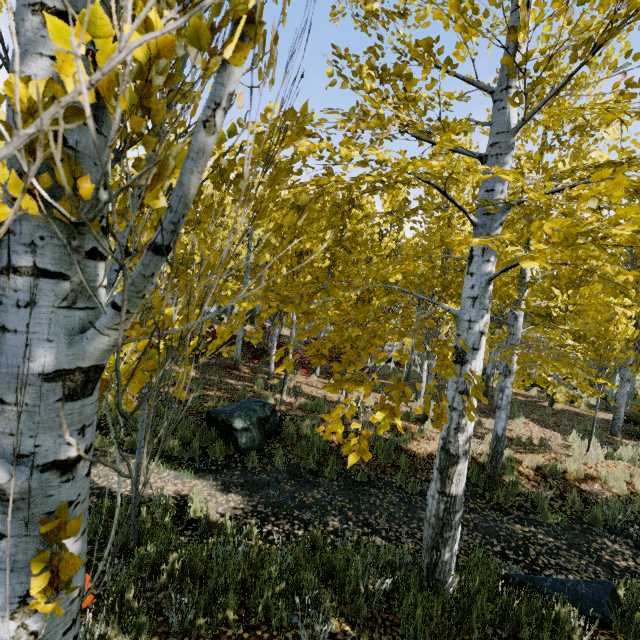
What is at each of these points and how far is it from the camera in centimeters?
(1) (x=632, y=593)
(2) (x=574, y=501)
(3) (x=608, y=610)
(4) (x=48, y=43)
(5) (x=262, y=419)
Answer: (1) instancedfoliageactor, 452cm
(2) instancedfoliageactor, 677cm
(3) rock, 344cm
(4) instancedfoliageactor, 74cm
(5) rock, 793cm

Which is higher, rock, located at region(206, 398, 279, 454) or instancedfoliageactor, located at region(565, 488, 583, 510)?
rock, located at region(206, 398, 279, 454)

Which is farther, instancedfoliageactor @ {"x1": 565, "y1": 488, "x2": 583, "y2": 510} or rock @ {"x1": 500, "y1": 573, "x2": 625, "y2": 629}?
instancedfoliageactor @ {"x1": 565, "y1": 488, "x2": 583, "y2": 510}

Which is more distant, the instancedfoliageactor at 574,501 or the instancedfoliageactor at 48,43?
the instancedfoliageactor at 574,501

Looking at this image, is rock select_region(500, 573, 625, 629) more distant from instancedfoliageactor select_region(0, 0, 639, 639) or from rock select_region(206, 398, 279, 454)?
rock select_region(206, 398, 279, 454)

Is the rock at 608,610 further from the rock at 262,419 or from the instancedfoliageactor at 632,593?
the rock at 262,419

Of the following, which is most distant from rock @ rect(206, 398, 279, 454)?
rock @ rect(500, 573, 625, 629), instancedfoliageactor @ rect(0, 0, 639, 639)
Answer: rock @ rect(500, 573, 625, 629)

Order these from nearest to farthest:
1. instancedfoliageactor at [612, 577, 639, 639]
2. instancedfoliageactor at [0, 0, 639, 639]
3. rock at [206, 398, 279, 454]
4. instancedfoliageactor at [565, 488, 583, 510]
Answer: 1. instancedfoliageactor at [0, 0, 639, 639]
2. instancedfoliageactor at [612, 577, 639, 639]
3. instancedfoliageactor at [565, 488, 583, 510]
4. rock at [206, 398, 279, 454]
